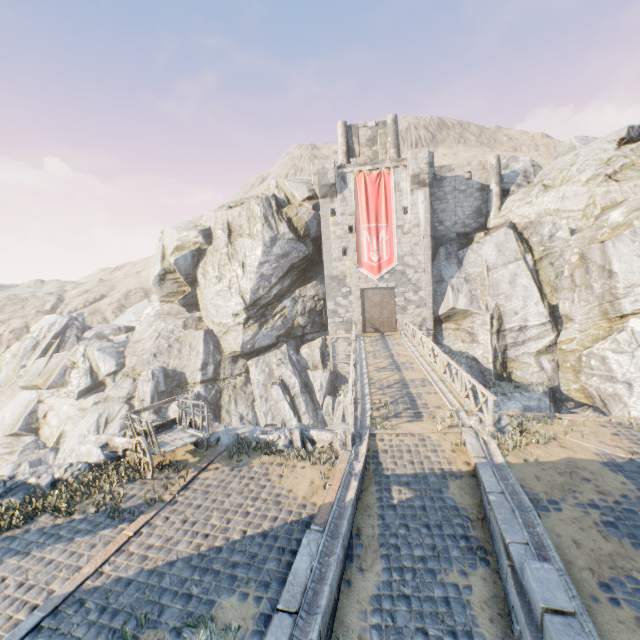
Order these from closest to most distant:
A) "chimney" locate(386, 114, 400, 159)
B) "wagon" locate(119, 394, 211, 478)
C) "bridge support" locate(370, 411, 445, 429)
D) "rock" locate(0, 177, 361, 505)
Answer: "wagon" locate(119, 394, 211, 478) < "bridge support" locate(370, 411, 445, 429) < "rock" locate(0, 177, 361, 505) < "chimney" locate(386, 114, 400, 159)

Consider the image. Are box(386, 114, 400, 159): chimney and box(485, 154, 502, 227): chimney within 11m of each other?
yes

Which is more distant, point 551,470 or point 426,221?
point 426,221

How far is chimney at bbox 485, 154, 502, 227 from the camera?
27.69m

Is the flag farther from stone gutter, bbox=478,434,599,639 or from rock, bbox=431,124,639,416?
stone gutter, bbox=478,434,599,639

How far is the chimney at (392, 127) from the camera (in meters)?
30.16

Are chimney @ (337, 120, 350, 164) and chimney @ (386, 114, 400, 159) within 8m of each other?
yes

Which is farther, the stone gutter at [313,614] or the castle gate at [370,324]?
the castle gate at [370,324]
